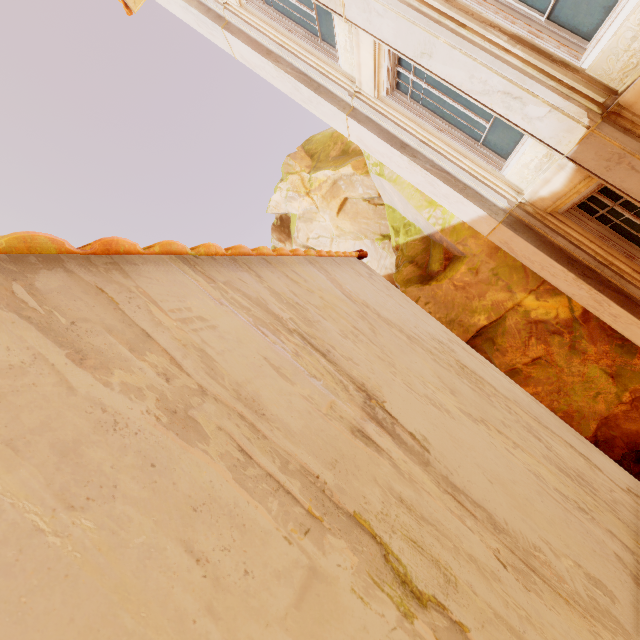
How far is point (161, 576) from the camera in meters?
0.6 m

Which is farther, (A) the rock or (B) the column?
(A) the rock

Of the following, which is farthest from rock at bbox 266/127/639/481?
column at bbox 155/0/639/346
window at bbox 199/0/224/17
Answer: window at bbox 199/0/224/17

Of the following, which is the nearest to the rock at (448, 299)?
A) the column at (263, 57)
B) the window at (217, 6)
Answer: the column at (263, 57)

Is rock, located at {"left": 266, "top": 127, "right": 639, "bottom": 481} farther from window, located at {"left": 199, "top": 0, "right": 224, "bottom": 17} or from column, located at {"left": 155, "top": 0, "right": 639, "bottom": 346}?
window, located at {"left": 199, "top": 0, "right": 224, "bottom": 17}

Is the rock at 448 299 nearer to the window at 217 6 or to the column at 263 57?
the column at 263 57
